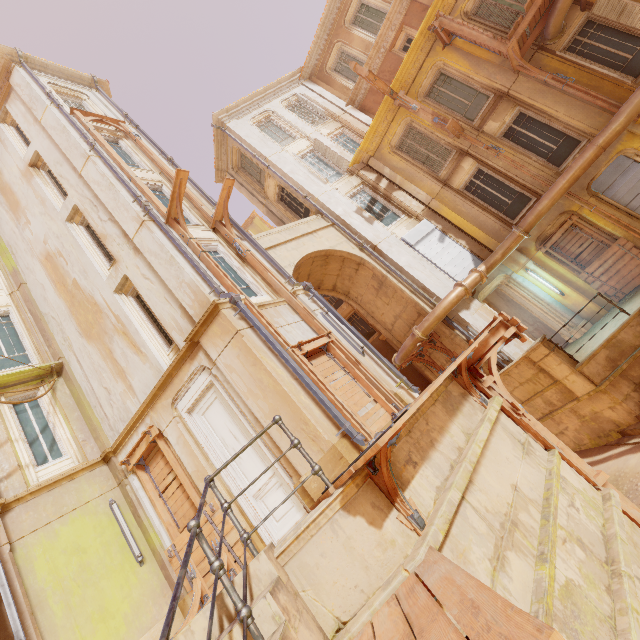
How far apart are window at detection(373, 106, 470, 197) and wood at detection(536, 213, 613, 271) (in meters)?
4.60

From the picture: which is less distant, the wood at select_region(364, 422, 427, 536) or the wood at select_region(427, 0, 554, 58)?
the wood at select_region(364, 422, 427, 536)

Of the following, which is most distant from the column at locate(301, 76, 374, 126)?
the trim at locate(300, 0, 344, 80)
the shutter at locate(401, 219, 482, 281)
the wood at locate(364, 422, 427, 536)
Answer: the wood at locate(364, 422, 427, 536)

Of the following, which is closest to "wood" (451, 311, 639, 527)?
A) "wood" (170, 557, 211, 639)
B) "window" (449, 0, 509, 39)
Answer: "wood" (170, 557, 211, 639)

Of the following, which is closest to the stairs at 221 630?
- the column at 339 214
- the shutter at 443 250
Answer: the column at 339 214

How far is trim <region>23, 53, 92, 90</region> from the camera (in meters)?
13.80

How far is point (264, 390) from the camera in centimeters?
688cm

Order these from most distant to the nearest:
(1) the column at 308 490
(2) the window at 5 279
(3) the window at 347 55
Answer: (3) the window at 347 55
(2) the window at 5 279
(1) the column at 308 490
